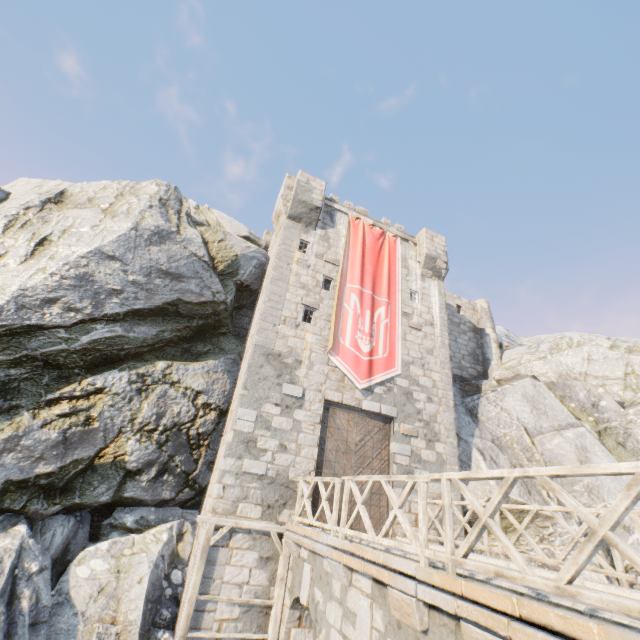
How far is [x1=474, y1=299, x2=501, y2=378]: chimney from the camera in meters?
19.7

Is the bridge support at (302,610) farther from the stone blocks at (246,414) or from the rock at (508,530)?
the stone blocks at (246,414)

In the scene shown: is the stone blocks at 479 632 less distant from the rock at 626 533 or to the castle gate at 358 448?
the rock at 626 533

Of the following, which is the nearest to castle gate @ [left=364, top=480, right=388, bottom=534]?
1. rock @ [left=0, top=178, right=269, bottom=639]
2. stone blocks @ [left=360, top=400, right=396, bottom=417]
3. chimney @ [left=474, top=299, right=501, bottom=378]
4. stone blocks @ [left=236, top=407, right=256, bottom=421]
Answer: stone blocks @ [left=360, top=400, right=396, bottom=417]

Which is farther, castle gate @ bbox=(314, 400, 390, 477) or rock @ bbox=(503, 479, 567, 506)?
rock @ bbox=(503, 479, 567, 506)

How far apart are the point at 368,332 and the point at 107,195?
12.5 meters

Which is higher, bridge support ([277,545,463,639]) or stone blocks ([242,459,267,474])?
stone blocks ([242,459,267,474])

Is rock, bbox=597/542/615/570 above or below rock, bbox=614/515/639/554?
A: below
